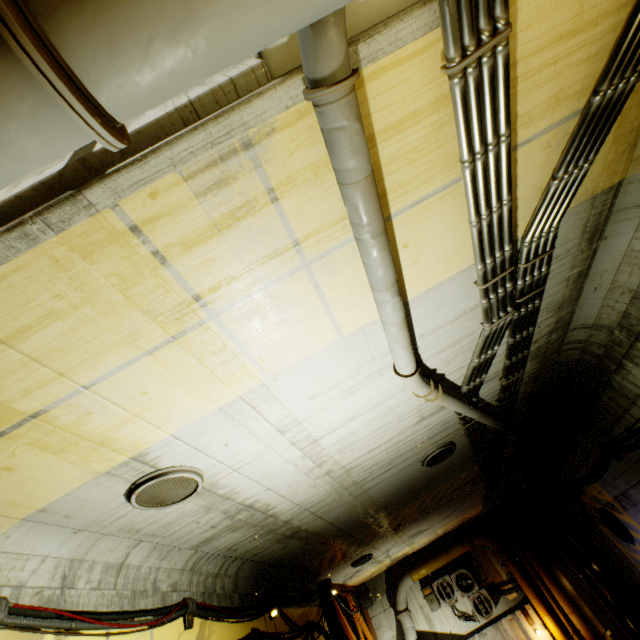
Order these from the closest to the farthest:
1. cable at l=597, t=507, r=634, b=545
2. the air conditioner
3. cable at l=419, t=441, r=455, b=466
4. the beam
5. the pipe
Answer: the pipe → cable at l=419, t=441, r=455, b=466 → cable at l=597, t=507, r=634, b=545 → the beam → the air conditioner

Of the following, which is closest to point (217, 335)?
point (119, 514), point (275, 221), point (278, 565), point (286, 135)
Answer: point (275, 221)

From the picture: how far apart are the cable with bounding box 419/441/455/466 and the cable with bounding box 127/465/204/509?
4.58m

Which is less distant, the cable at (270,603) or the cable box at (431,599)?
the cable at (270,603)

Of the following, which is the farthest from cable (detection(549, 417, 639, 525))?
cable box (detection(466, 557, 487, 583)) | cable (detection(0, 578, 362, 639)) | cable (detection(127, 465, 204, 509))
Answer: cable (detection(0, 578, 362, 639))

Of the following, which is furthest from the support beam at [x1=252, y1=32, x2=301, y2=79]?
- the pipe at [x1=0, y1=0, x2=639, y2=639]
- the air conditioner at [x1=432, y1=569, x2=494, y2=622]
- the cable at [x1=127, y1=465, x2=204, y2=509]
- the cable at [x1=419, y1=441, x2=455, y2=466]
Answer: the air conditioner at [x1=432, y1=569, x2=494, y2=622]

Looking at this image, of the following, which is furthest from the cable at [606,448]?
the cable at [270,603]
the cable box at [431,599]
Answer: the cable at [270,603]

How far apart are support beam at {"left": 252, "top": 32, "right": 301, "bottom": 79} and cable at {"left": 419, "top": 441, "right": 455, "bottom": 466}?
6.79m
